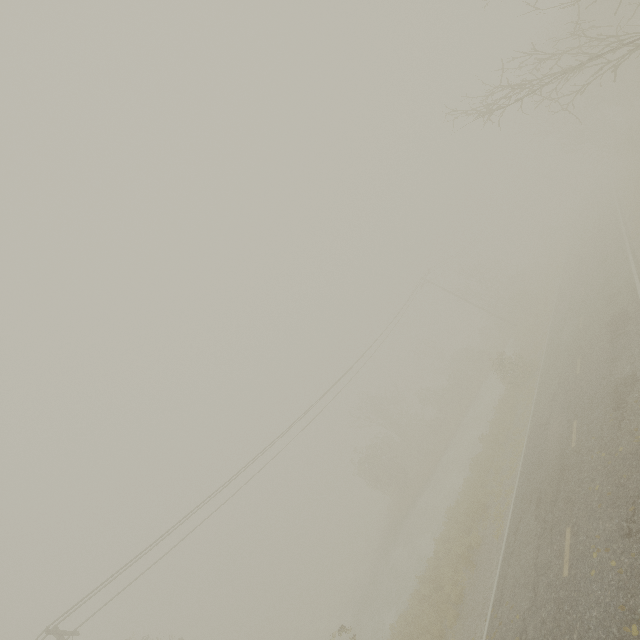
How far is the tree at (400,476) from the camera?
33.4m

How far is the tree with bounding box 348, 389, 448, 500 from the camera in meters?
33.4 m

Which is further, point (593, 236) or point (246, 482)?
point (593, 236)
